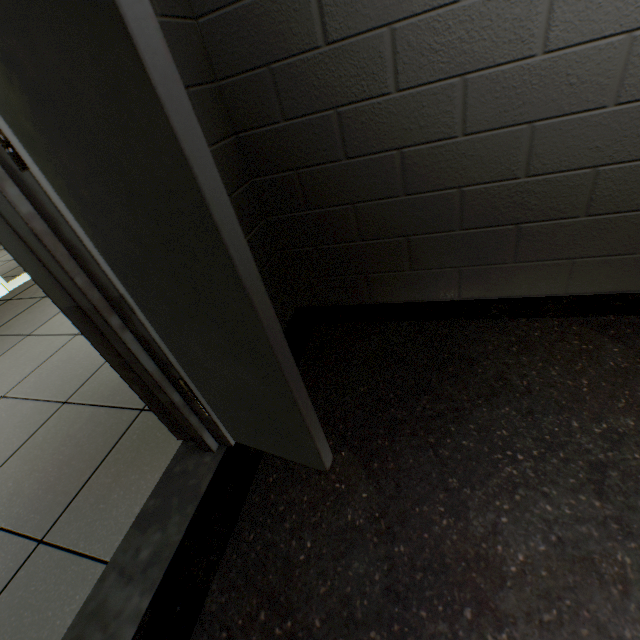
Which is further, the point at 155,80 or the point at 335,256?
the point at 335,256
